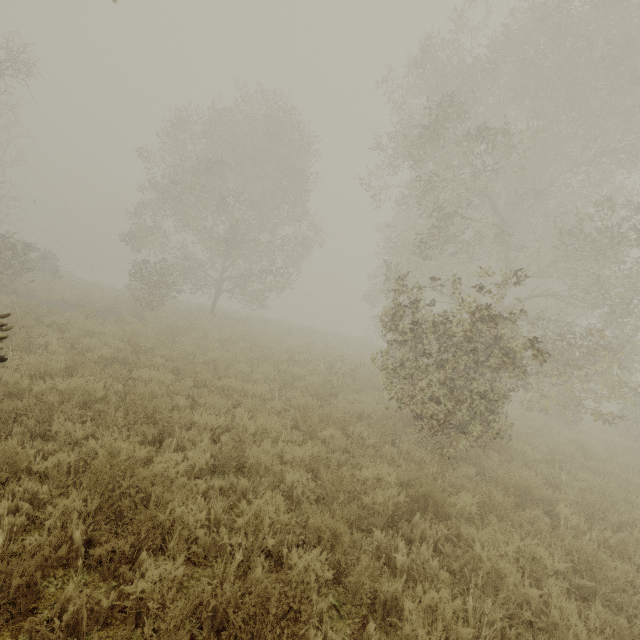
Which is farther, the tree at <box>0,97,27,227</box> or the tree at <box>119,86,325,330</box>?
the tree at <box>0,97,27,227</box>

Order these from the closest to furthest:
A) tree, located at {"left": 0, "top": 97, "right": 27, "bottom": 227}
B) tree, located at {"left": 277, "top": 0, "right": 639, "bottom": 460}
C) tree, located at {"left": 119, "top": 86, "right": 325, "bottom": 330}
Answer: tree, located at {"left": 277, "top": 0, "right": 639, "bottom": 460} < tree, located at {"left": 119, "top": 86, "right": 325, "bottom": 330} < tree, located at {"left": 0, "top": 97, "right": 27, "bottom": 227}

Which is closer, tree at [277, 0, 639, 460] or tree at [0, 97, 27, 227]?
tree at [277, 0, 639, 460]

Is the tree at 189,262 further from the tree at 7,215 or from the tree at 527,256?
the tree at 527,256

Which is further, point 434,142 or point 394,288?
point 434,142

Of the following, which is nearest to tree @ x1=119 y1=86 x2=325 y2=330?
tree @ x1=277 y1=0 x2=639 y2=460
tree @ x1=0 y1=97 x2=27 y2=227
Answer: tree @ x1=0 y1=97 x2=27 y2=227

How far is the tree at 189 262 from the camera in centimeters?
1834cm
